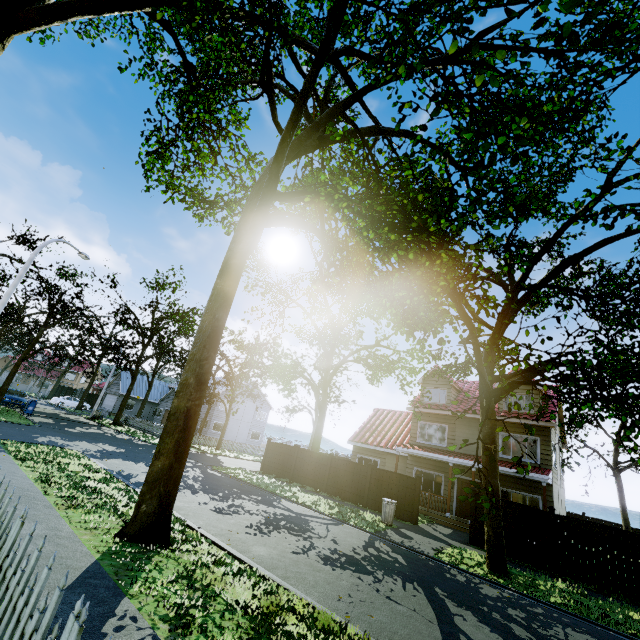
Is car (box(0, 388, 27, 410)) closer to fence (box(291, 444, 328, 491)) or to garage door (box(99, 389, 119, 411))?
fence (box(291, 444, 328, 491))

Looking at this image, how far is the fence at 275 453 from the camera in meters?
21.4

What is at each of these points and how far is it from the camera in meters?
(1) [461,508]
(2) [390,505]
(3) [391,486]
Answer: (1) door, 18.8 m
(2) trash can, 14.1 m
(3) fence, 16.9 m

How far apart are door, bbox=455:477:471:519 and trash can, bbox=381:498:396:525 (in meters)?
6.88

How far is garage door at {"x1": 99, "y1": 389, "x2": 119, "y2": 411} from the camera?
46.3m

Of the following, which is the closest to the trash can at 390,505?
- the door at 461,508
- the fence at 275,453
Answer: the fence at 275,453

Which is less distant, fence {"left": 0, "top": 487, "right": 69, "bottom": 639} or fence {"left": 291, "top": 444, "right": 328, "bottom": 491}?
fence {"left": 0, "top": 487, "right": 69, "bottom": 639}
